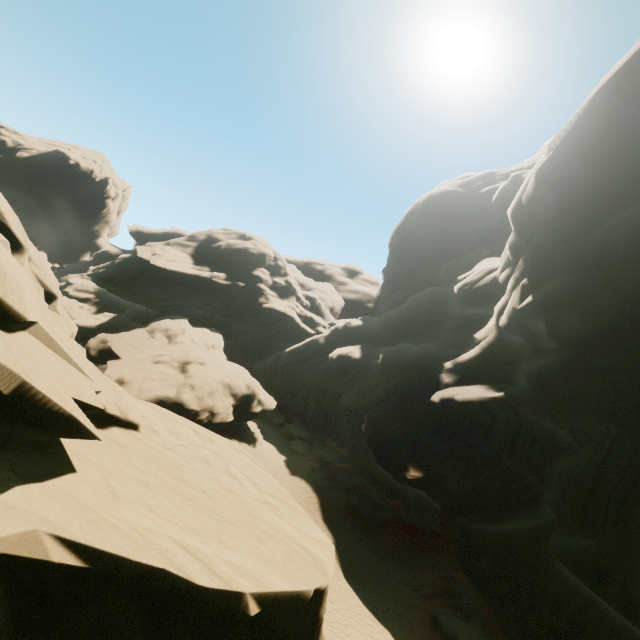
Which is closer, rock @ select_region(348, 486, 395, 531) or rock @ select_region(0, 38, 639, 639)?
rock @ select_region(0, 38, 639, 639)

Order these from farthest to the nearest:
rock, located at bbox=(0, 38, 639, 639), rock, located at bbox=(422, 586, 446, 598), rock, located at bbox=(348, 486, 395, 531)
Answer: rock, located at bbox=(348, 486, 395, 531), rock, located at bbox=(422, 586, 446, 598), rock, located at bbox=(0, 38, 639, 639)

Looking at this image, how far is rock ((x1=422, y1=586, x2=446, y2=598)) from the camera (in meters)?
20.23

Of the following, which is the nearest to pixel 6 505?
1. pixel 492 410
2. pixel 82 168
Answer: pixel 492 410

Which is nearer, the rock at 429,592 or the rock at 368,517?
the rock at 429,592
